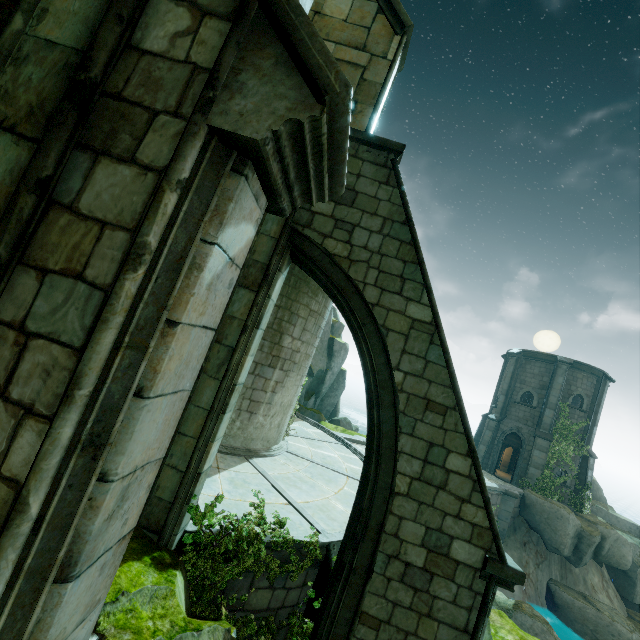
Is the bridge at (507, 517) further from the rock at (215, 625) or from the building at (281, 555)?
the rock at (215, 625)

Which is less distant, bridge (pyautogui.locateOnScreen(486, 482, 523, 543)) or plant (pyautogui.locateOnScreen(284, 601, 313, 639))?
plant (pyautogui.locateOnScreen(284, 601, 313, 639))

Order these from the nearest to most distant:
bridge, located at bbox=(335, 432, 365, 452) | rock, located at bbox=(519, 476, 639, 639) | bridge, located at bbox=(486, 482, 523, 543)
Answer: rock, located at bbox=(519, 476, 639, 639), bridge, located at bbox=(335, 432, 365, 452), bridge, located at bbox=(486, 482, 523, 543)

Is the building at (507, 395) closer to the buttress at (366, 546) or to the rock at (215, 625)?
the buttress at (366, 546)

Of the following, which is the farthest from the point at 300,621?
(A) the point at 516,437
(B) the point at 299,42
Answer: (A) the point at 516,437

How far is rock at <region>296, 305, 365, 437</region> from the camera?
20.61m

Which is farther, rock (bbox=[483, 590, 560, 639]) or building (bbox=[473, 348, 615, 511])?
building (bbox=[473, 348, 615, 511])

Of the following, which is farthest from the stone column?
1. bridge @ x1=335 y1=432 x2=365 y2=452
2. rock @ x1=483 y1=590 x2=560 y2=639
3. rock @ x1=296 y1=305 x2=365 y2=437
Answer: bridge @ x1=335 y1=432 x2=365 y2=452
